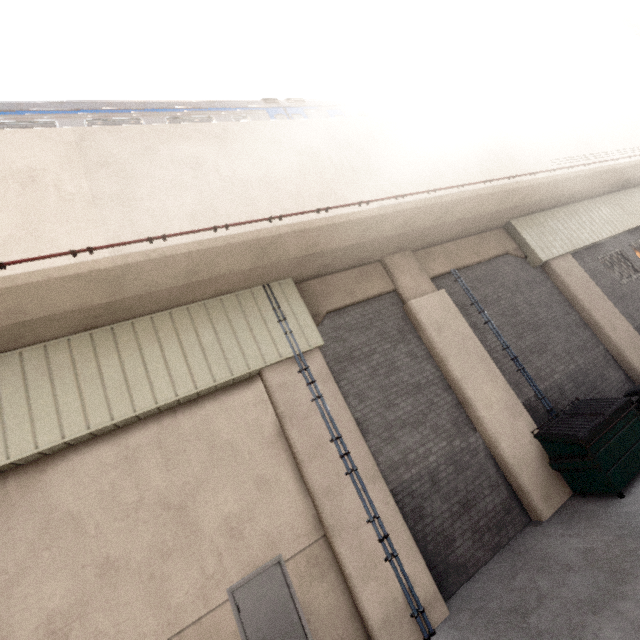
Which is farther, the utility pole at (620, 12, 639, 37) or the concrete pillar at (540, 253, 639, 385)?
the concrete pillar at (540, 253, 639, 385)

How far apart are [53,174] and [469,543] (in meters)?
9.93

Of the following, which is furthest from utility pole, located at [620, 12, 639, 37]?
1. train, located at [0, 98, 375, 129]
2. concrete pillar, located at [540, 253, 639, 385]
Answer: train, located at [0, 98, 375, 129]

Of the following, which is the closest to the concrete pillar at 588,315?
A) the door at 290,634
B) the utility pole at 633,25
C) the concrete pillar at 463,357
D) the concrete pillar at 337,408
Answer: the concrete pillar at 463,357

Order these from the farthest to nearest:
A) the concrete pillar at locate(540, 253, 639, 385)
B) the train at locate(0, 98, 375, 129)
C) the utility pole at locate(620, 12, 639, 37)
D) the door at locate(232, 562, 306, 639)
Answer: the concrete pillar at locate(540, 253, 639, 385)
the utility pole at locate(620, 12, 639, 37)
the train at locate(0, 98, 375, 129)
the door at locate(232, 562, 306, 639)

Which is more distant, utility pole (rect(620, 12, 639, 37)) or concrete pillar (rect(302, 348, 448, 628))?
utility pole (rect(620, 12, 639, 37))

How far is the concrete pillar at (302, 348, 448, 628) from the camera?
5.5m

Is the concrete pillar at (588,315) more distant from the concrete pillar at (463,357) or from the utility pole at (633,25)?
the utility pole at (633,25)
